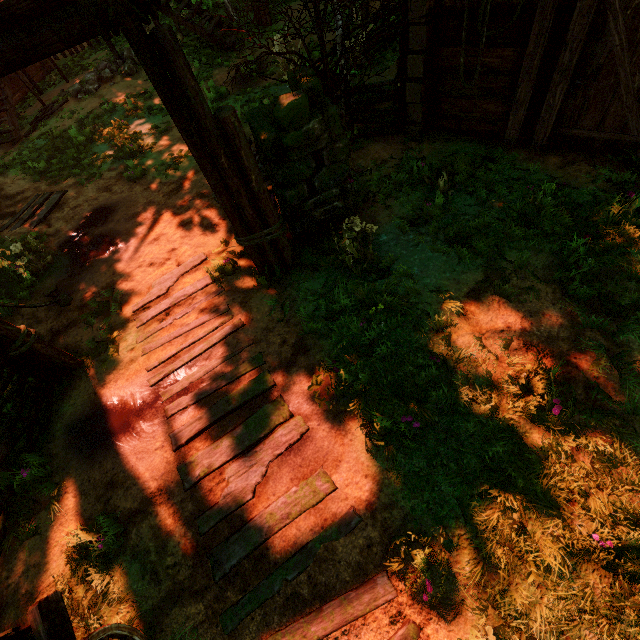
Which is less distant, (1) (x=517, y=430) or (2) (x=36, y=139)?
(1) (x=517, y=430)

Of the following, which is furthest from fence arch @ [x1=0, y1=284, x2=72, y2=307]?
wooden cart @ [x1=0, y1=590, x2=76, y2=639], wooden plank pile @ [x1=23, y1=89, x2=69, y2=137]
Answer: wooden plank pile @ [x1=23, y1=89, x2=69, y2=137]

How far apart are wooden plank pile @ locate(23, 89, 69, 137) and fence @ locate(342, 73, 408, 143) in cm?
1179

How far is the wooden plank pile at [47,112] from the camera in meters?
11.6 m

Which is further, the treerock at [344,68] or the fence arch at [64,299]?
the fence arch at [64,299]

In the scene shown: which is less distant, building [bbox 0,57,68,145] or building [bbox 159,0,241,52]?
building [bbox 159,0,241,52]

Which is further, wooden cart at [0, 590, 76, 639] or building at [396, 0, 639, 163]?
building at [396, 0, 639, 163]

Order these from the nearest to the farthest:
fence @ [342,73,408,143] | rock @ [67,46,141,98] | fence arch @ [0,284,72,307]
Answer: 1. fence arch @ [0,284,72,307]
2. fence @ [342,73,408,143]
3. rock @ [67,46,141,98]
